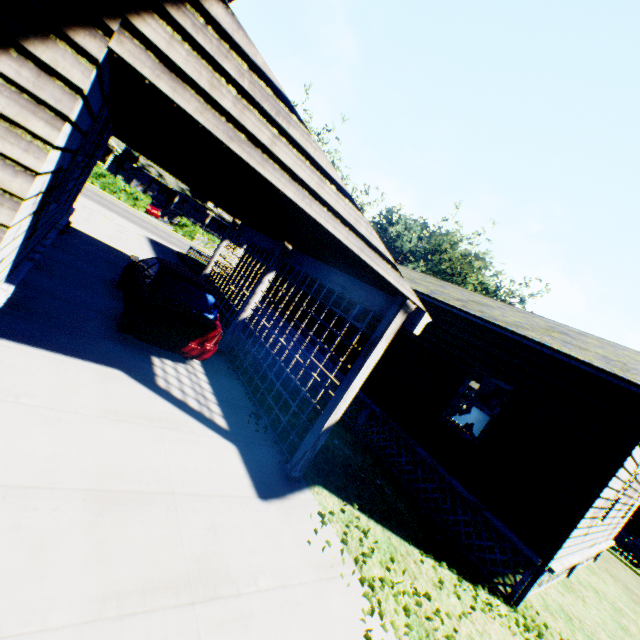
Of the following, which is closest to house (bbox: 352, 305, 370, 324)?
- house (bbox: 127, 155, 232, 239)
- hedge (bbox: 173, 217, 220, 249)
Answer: hedge (bbox: 173, 217, 220, 249)

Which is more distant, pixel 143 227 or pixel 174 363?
pixel 143 227

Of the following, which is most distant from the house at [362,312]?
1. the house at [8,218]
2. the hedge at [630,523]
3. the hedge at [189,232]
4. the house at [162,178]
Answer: the house at [162,178]

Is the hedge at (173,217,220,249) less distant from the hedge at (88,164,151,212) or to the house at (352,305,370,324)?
the hedge at (88,164,151,212)

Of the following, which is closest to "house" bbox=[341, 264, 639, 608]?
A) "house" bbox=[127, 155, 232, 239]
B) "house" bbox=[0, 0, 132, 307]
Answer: "house" bbox=[0, 0, 132, 307]

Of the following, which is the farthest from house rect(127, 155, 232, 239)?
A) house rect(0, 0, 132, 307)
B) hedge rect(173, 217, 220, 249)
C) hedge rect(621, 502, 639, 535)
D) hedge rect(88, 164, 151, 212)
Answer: hedge rect(621, 502, 639, 535)

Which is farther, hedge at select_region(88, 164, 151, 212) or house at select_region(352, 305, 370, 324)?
hedge at select_region(88, 164, 151, 212)

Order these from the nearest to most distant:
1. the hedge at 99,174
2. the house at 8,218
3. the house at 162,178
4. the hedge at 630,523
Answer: the house at 8,218 < the hedge at 630,523 < the hedge at 99,174 < the house at 162,178
